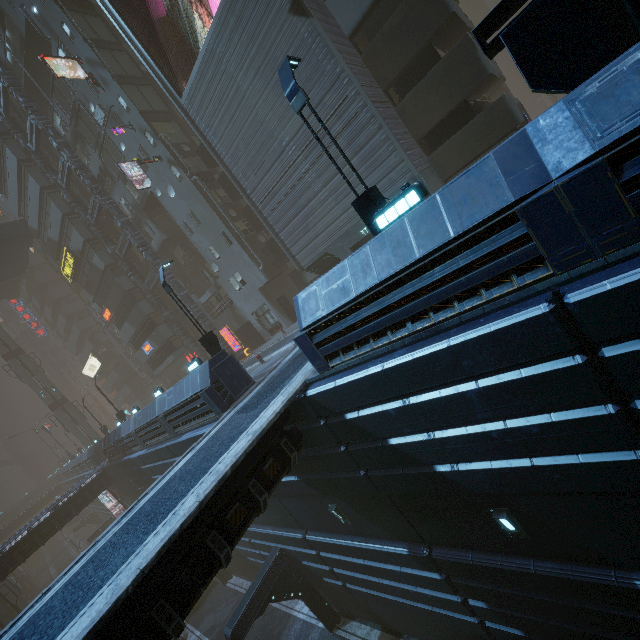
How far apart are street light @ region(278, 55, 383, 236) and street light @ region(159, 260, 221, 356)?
9.7 meters

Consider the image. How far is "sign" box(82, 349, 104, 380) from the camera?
50.2m

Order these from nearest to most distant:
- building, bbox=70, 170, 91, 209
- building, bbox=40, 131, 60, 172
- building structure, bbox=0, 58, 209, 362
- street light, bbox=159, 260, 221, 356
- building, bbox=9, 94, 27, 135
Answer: street light, bbox=159, 260, 221, 356 → building structure, bbox=0, 58, 209, 362 → building, bbox=9, 94, 27, 135 → building, bbox=40, 131, 60, 172 → building, bbox=70, 170, 91, 209

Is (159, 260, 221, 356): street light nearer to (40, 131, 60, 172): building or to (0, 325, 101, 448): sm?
(40, 131, 60, 172): building

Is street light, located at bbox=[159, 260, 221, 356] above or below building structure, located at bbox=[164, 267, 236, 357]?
below

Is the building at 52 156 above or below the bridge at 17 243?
above

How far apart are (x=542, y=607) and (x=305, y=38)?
21.5 meters

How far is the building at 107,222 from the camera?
32.0m
